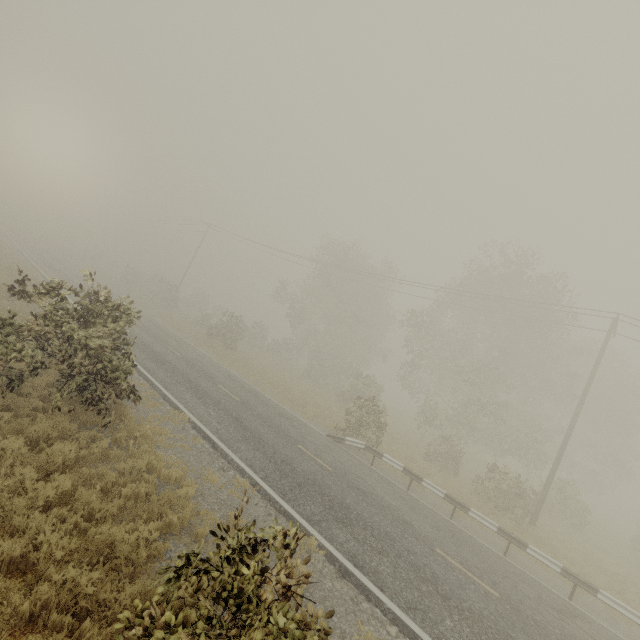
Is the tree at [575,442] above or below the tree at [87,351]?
above

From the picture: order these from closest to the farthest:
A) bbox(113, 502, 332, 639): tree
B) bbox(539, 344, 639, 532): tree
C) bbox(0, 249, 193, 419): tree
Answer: bbox(113, 502, 332, 639): tree < bbox(0, 249, 193, 419): tree < bbox(539, 344, 639, 532): tree

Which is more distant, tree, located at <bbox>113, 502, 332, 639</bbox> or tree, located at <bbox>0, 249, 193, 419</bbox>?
tree, located at <bbox>0, 249, 193, 419</bbox>

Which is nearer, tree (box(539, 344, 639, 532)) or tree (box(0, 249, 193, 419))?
tree (box(0, 249, 193, 419))

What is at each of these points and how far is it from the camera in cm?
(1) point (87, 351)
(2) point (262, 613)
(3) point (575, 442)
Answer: (1) tree, 867
(2) tree, 297
(3) tree, 3178

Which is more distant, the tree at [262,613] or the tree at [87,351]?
the tree at [87,351]

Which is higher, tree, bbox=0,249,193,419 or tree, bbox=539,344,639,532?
tree, bbox=539,344,639,532
